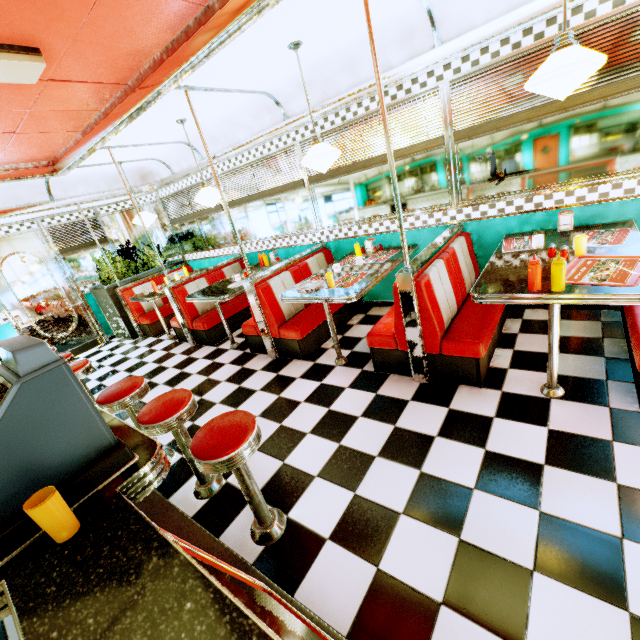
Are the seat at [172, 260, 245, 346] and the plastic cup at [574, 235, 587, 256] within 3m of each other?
no

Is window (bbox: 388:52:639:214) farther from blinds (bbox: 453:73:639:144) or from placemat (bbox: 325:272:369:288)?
placemat (bbox: 325:272:369:288)

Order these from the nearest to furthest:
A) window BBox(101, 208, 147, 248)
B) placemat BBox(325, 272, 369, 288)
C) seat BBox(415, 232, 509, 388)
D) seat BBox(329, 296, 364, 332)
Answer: seat BBox(415, 232, 509, 388)
placemat BBox(325, 272, 369, 288)
seat BBox(329, 296, 364, 332)
window BBox(101, 208, 147, 248)

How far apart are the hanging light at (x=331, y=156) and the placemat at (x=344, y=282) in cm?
113

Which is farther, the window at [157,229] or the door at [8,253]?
the window at [157,229]

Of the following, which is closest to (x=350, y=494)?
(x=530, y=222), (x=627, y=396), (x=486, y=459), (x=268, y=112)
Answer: (x=486, y=459)

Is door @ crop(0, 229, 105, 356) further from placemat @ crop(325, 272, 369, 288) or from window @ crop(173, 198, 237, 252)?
placemat @ crop(325, 272, 369, 288)

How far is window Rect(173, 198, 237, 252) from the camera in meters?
6.2 m
